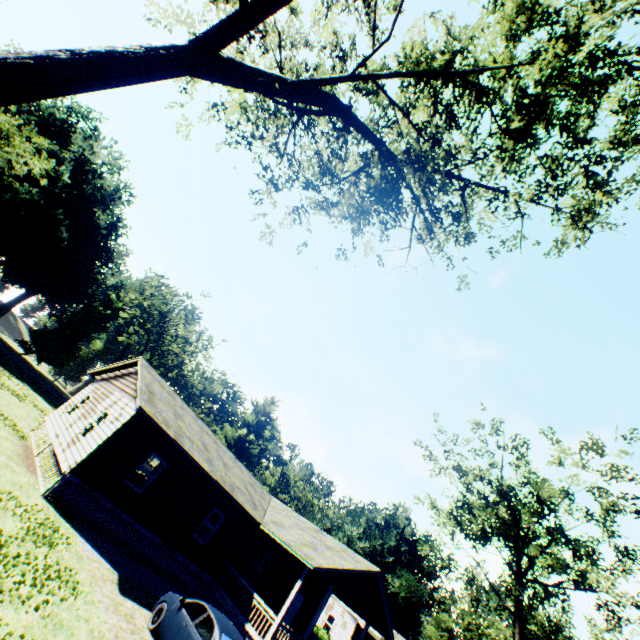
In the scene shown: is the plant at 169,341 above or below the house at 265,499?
above

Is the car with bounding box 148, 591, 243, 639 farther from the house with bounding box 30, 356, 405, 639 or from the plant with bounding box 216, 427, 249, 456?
the plant with bounding box 216, 427, 249, 456

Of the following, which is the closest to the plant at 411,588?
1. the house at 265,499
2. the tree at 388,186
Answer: the tree at 388,186

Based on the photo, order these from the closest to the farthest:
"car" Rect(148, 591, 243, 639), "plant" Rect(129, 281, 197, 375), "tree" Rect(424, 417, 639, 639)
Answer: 1. "car" Rect(148, 591, 243, 639)
2. "tree" Rect(424, 417, 639, 639)
3. "plant" Rect(129, 281, 197, 375)

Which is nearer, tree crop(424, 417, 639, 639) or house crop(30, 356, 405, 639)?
house crop(30, 356, 405, 639)

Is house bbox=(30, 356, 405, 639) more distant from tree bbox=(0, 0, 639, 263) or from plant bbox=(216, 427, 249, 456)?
plant bbox=(216, 427, 249, 456)

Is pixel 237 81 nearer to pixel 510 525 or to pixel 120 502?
pixel 120 502

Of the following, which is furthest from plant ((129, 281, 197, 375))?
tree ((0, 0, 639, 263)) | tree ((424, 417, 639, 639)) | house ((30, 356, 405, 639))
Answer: house ((30, 356, 405, 639))
